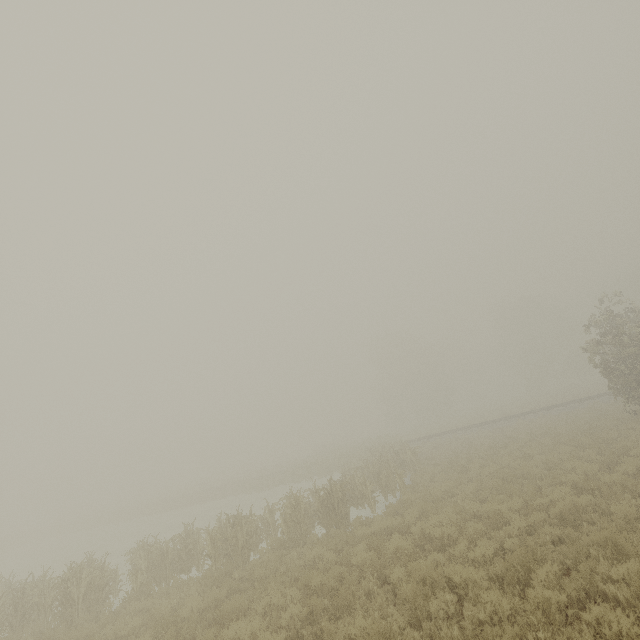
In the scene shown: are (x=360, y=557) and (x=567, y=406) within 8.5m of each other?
no
